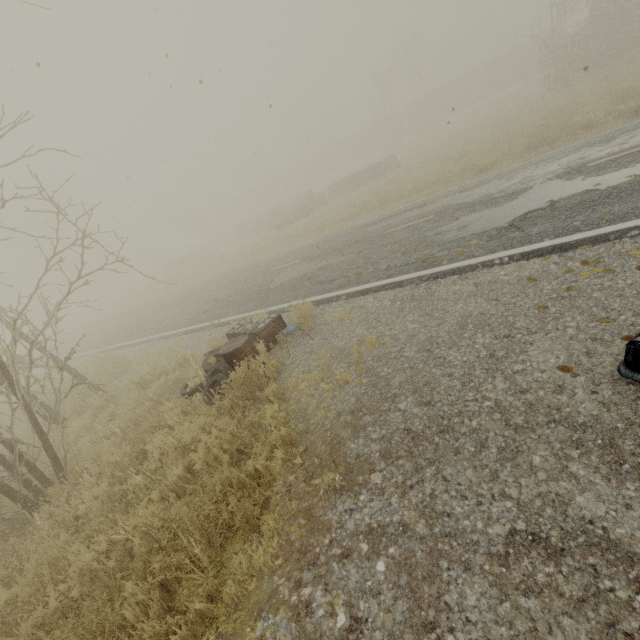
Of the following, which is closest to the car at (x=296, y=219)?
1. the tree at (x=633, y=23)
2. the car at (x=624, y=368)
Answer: the tree at (x=633, y=23)

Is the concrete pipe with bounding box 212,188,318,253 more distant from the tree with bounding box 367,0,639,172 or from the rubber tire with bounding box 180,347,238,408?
the rubber tire with bounding box 180,347,238,408

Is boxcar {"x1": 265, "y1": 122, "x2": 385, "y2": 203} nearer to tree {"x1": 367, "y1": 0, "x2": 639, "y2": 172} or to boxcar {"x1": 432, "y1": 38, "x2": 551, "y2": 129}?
boxcar {"x1": 432, "y1": 38, "x2": 551, "y2": 129}

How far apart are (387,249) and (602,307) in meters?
5.3 m

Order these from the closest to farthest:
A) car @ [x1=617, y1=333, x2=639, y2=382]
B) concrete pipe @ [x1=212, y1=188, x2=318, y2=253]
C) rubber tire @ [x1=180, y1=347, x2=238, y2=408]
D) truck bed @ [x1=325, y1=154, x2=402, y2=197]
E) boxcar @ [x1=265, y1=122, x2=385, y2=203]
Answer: car @ [x1=617, y1=333, x2=639, y2=382] → rubber tire @ [x1=180, y1=347, x2=238, y2=408] → truck bed @ [x1=325, y1=154, x2=402, y2=197] → concrete pipe @ [x1=212, y1=188, x2=318, y2=253] → boxcar @ [x1=265, y1=122, x2=385, y2=203]

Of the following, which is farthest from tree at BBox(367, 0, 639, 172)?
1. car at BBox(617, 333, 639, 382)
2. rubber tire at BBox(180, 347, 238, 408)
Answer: rubber tire at BBox(180, 347, 238, 408)

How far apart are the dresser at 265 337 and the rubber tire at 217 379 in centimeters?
16cm

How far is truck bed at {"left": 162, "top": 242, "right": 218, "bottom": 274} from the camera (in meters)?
34.19
